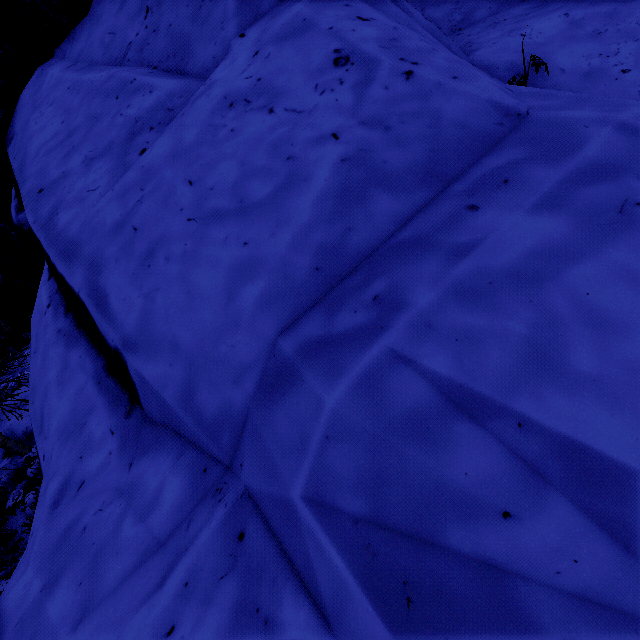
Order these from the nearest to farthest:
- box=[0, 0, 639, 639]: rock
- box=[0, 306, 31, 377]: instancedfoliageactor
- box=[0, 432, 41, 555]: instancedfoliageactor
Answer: box=[0, 0, 639, 639]: rock → box=[0, 432, 41, 555]: instancedfoliageactor → box=[0, 306, 31, 377]: instancedfoliageactor

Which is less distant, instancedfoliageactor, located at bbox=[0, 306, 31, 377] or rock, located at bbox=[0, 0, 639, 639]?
rock, located at bbox=[0, 0, 639, 639]

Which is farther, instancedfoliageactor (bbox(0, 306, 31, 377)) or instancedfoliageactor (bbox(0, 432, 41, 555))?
instancedfoliageactor (bbox(0, 306, 31, 377))

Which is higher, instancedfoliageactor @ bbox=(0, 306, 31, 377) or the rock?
the rock

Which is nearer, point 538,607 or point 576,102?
point 538,607

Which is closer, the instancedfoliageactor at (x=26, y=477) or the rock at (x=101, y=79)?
the rock at (x=101, y=79)

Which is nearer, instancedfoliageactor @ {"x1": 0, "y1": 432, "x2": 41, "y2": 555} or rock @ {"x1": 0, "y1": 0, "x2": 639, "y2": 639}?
rock @ {"x1": 0, "y1": 0, "x2": 639, "y2": 639}

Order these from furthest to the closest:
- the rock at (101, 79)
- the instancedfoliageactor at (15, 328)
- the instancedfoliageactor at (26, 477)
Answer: the instancedfoliageactor at (15, 328) < the instancedfoliageactor at (26, 477) < the rock at (101, 79)
